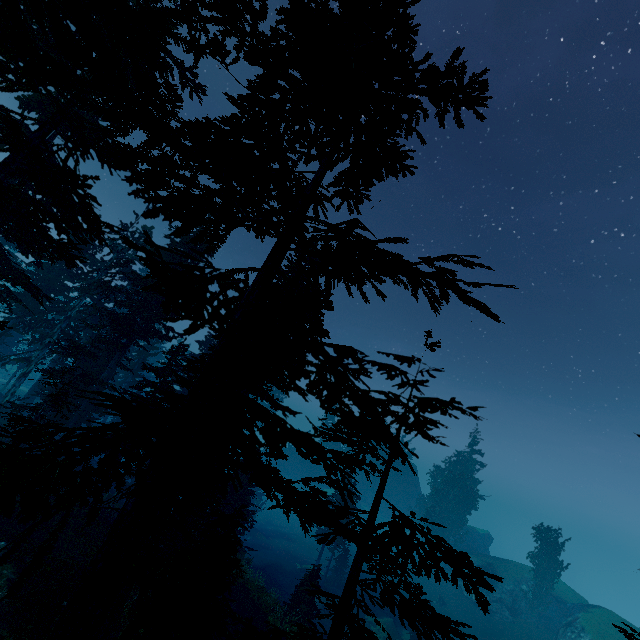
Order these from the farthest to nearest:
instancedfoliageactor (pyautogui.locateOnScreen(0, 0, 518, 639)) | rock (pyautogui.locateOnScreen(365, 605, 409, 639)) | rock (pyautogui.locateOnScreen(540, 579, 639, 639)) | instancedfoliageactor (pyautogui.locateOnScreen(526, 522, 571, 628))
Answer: instancedfoliageactor (pyautogui.locateOnScreen(526, 522, 571, 628)), rock (pyautogui.locateOnScreen(540, 579, 639, 639)), rock (pyautogui.locateOnScreen(365, 605, 409, 639)), instancedfoliageactor (pyautogui.locateOnScreen(0, 0, 518, 639))

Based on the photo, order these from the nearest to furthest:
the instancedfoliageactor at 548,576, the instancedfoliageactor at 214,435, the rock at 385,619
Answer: the instancedfoliageactor at 214,435
the rock at 385,619
the instancedfoliageactor at 548,576

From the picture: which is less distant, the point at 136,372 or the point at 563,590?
the point at 136,372

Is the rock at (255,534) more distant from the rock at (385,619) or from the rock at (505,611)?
the rock at (505,611)

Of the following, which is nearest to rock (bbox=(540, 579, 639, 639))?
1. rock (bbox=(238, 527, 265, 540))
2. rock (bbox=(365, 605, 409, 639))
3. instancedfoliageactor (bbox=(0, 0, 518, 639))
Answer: instancedfoliageactor (bbox=(0, 0, 518, 639))

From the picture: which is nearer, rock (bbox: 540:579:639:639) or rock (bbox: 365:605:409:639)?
rock (bbox: 365:605:409:639)

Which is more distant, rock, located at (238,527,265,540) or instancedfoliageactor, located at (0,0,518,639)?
rock, located at (238,527,265,540)
